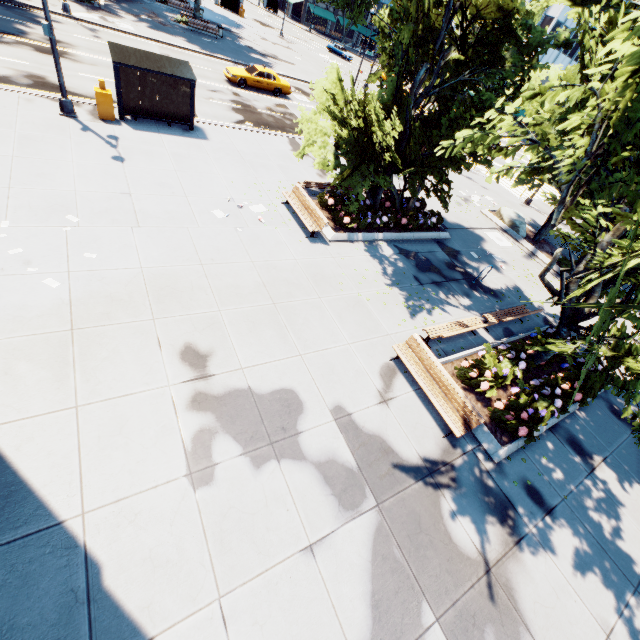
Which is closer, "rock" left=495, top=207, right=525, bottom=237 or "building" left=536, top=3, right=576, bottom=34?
"rock" left=495, top=207, right=525, bottom=237

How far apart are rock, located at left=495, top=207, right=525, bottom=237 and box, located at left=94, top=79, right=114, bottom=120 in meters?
22.7 m

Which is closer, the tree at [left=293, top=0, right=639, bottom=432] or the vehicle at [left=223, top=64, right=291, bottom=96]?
the tree at [left=293, top=0, right=639, bottom=432]

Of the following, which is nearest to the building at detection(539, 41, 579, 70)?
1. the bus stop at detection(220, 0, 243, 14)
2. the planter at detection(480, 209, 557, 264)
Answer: the bus stop at detection(220, 0, 243, 14)

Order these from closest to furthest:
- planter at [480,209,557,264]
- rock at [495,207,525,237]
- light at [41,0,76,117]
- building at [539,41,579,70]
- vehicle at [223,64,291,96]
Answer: light at [41,0,76,117], planter at [480,209,557,264], rock at [495,207,525,237], vehicle at [223,64,291,96], building at [539,41,579,70]

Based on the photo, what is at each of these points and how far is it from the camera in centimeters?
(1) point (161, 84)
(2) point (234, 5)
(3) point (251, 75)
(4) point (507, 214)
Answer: (1) bus stop, 1456cm
(2) bus stop, 4994cm
(3) vehicle, 2462cm
(4) rock, 2150cm

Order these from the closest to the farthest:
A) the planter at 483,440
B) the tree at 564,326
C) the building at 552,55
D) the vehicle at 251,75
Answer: the tree at 564,326 < the planter at 483,440 < the vehicle at 251,75 < the building at 552,55

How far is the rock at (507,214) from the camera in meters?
20.6 m
